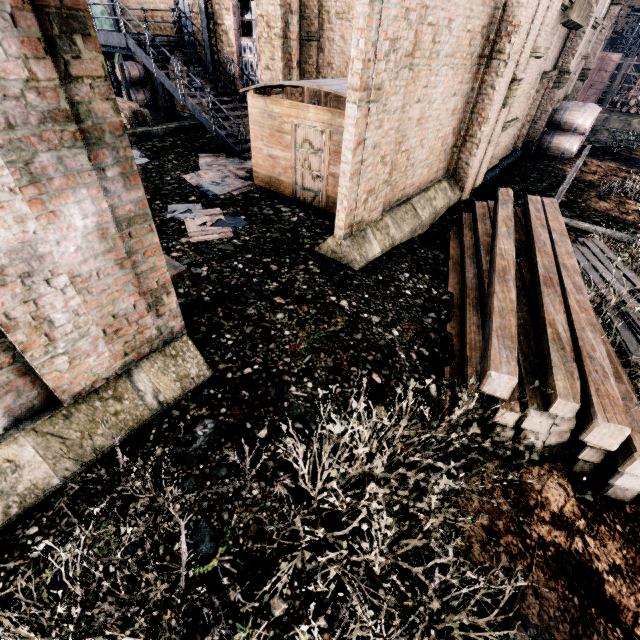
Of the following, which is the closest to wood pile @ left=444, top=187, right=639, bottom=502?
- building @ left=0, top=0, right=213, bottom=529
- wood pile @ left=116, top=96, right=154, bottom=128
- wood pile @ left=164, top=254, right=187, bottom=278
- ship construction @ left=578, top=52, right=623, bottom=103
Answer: building @ left=0, top=0, right=213, bottom=529

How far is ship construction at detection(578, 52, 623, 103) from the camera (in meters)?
56.41

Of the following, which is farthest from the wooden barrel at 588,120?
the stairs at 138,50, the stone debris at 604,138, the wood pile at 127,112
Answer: the wood pile at 127,112

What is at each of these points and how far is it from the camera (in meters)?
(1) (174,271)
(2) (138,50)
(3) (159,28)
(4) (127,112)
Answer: (1) wood pile, 7.10
(2) stairs, 14.81
(3) building, 17.84
(4) wood pile, 16.02

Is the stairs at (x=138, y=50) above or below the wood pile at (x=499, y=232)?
above

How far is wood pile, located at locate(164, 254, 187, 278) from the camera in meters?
7.1 m

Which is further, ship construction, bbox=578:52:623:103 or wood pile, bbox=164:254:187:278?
ship construction, bbox=578:52:623:103

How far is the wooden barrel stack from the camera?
18.2m
